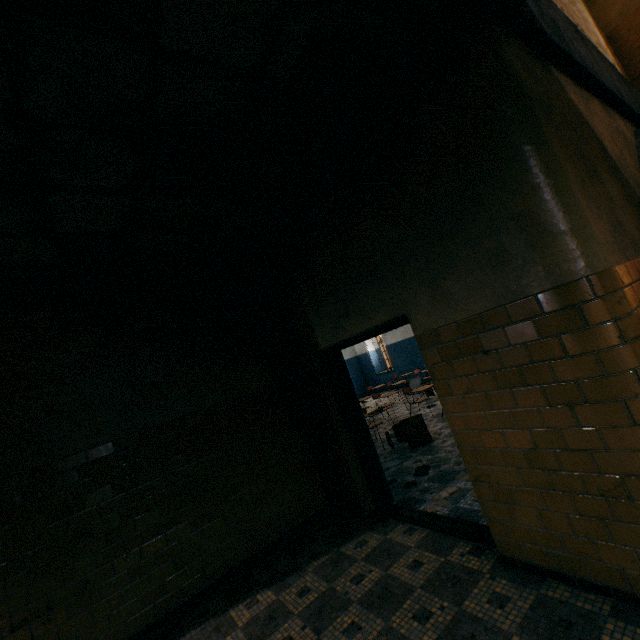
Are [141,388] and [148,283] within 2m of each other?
yes

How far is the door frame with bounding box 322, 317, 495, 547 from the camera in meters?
3.2 m

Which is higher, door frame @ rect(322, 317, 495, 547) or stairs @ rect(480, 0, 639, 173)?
stairs @ rect(480, 0, 639, 173)

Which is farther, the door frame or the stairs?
the door frame

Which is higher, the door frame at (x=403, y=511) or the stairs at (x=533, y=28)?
the stairs at (x=533, y=28)

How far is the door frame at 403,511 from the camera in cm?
316
